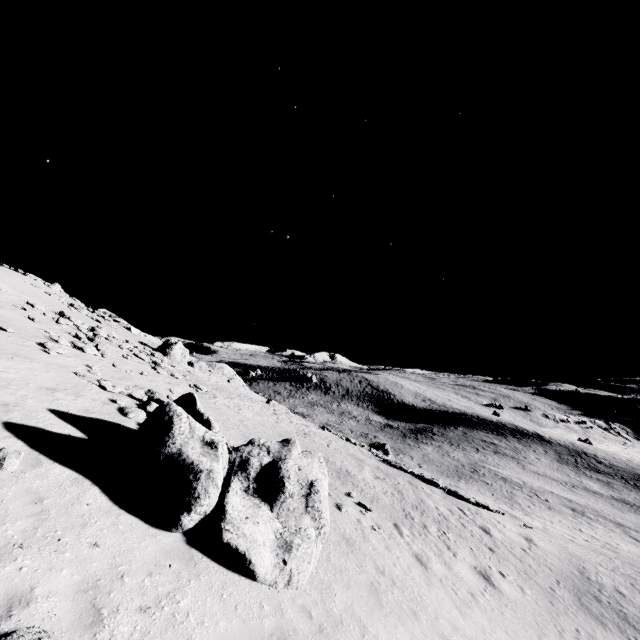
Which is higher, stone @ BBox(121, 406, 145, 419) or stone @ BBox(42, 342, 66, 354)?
stone @ BBox(42, 342, 66, 354)

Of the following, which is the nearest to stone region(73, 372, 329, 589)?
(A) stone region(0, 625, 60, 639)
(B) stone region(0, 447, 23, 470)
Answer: (B) stone region(0, 447, 23, 470)

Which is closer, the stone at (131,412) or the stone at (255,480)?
the stone at (255,480)

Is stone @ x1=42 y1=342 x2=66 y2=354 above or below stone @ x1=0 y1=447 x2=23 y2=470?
above

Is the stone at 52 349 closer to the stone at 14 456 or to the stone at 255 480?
the stone at 255 480

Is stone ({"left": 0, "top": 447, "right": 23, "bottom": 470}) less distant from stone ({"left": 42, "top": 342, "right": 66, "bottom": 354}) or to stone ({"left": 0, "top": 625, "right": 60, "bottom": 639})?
stone ({"left": 0, "top": 625, "right": 60, "bottom": 639})

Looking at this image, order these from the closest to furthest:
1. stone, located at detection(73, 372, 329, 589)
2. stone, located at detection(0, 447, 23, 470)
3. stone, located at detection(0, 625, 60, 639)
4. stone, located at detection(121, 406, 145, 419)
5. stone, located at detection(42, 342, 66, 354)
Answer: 1. stone, located at detection(0, 625, 60, 639)
2. stone, located at detection(0, 447, 23, 470)
3. stone, located at detection(73, 372, 329, 589)
4. stone, located at detection(121, 406, 145, 419)
5. stone, located at detection(42, 342, 66, 354)

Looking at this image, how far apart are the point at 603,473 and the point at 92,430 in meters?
80.0 m
